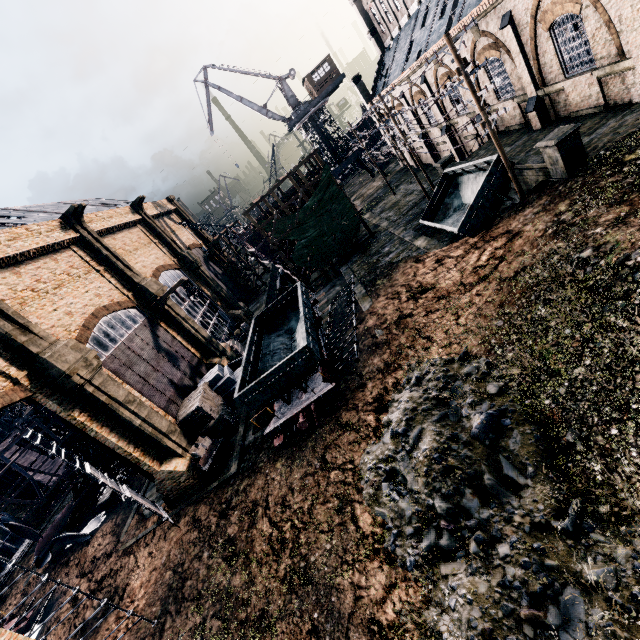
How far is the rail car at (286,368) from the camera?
16.61m

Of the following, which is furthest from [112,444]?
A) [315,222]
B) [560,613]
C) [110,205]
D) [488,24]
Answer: [110,205]

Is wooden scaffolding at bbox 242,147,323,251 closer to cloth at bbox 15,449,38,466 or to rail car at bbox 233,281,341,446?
rail car at bbox 233,281,341,446

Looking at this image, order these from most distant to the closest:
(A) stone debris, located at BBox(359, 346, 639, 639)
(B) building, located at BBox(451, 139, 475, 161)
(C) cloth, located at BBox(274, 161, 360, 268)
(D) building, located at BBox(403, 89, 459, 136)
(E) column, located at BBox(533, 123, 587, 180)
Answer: (C) cloth, located at BBox(274, 161, 360, 268) < (B) building, located at BBox(451, 139, 475, 161) < (D) building, located at BBox(403, 89, 459, 136) < (E) column, located at BBox(533, 123, 587, 180) < (A) stone debris, located at BBox(359, 346, 639, 639)

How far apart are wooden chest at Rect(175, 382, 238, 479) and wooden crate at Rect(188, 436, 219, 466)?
0.5m

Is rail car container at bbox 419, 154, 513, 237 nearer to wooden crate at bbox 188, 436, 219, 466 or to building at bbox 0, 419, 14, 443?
building at bbox 0, 419, 14, 443

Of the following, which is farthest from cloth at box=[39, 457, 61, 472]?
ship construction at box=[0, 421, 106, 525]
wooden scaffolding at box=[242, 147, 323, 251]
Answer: wooden scaffolding at box=[242, 147, 323, 251]

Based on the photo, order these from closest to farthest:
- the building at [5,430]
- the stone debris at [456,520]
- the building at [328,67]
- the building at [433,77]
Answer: the stone debris at [456,520] → the building at [433,77] → the building at [5,430] → the building at [328,67]
